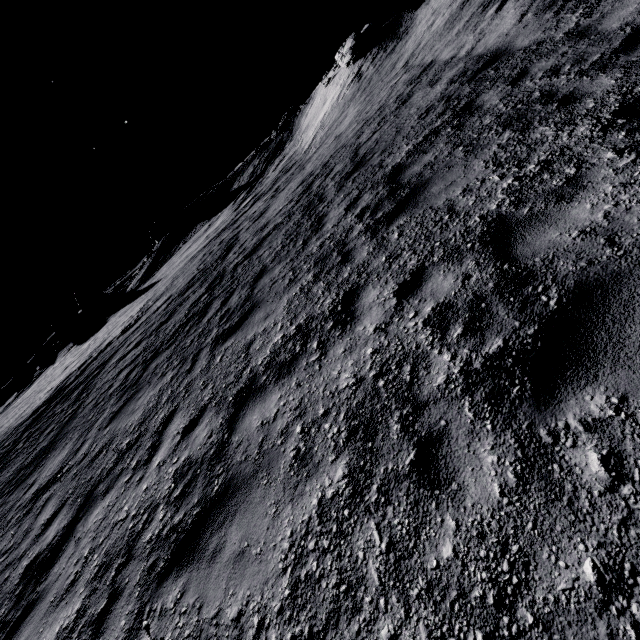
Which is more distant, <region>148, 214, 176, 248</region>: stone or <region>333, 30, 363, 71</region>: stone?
<region>148, 214, 176, 248</region>: stone

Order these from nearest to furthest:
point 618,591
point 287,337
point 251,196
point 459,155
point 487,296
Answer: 1. point 618,591
2. point 487,296
3. point 287,337
4. point 459,155
5. point 251,196

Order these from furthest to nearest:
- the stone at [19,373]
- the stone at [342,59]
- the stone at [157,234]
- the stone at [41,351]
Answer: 1. the stone at [19,373]
2. the stone at [157,234]
3. the stone at [41,351]
4. the stone at [342,59]

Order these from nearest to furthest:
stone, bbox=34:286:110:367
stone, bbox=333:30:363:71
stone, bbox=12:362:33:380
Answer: stone, bbox=333:30:363:71 < stone, bbox=34:286:110:367 < stone, bbox=12:362:33:380

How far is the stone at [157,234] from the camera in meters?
46.4 m

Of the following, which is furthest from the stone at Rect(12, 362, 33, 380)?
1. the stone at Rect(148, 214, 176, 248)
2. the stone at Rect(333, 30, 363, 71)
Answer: the stone at Rect(333, 30, 363, 71)

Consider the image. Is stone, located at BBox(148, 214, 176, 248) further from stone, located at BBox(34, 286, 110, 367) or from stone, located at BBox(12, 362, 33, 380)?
stone, located at BBox(12, 362, 33, 380)

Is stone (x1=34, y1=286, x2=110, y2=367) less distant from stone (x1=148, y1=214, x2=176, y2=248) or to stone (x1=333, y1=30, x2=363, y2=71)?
stone (x1=148, y1=214, x2=176, y2=248)
